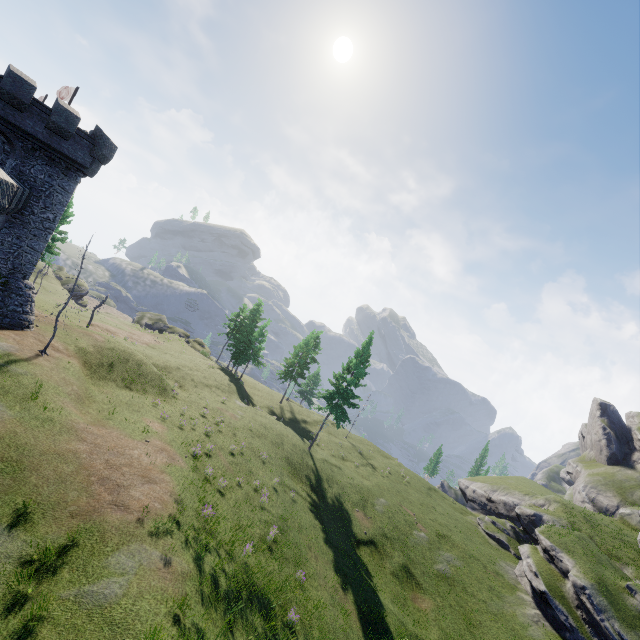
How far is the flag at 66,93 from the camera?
29.14m

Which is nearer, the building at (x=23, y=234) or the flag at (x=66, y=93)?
the building at (x=23, y=234)

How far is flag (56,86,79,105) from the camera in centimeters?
2914cm

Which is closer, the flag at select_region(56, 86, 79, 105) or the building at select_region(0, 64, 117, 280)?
the building at select_region(0, 64, 117, 280)

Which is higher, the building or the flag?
the flag

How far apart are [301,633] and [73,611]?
11.0 meters
